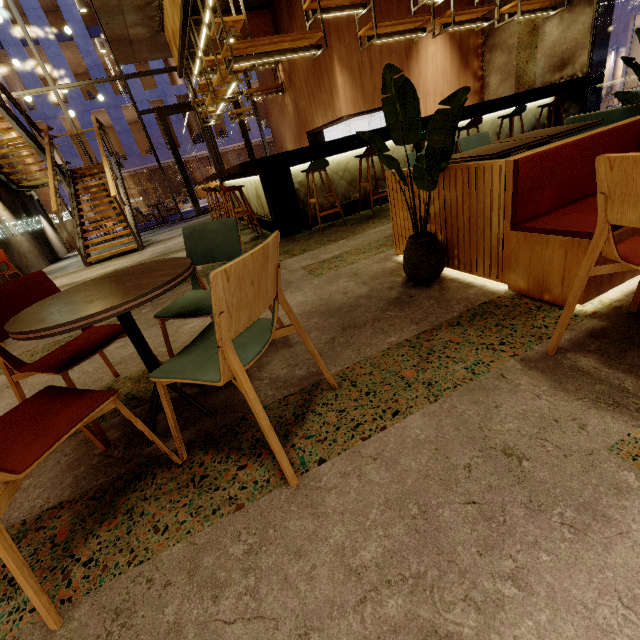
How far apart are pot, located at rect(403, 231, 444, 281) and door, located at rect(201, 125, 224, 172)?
11.7m

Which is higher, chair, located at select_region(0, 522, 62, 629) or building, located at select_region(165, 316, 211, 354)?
chair, located at select_region(0, 522, 62, 629)

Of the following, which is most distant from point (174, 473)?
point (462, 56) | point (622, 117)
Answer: point (462, 56)

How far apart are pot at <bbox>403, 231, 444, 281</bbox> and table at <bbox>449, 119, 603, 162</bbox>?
0.8m

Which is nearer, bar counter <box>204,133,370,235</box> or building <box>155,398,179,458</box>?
building <box>155,398,179,458</box>

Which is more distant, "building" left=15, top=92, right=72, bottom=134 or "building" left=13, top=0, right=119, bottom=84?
"building" left=15, top=92, right=72, bottom=134

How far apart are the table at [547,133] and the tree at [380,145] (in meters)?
0.56

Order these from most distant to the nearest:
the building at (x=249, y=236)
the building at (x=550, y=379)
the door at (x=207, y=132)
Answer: the door at (x=207, y=132)
the building at (x=249, y=236)
the building at (x=550, y=379)
